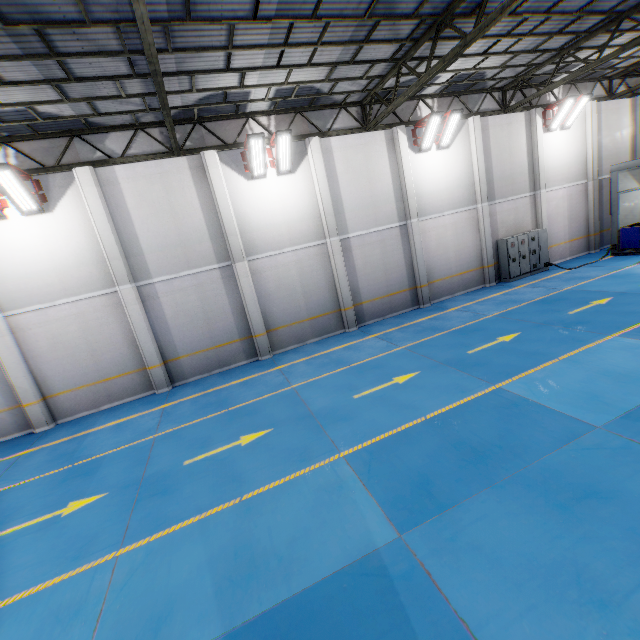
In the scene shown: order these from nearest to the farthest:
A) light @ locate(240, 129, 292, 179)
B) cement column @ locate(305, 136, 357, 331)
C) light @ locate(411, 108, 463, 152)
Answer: light @ locate(240, 129, 292, 179)
cement column @ locate(305, 136, 357, 331)
light @ locate(411, 108, 463, 152)

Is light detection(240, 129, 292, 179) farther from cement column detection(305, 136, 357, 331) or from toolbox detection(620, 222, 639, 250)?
toolbox detection(620, 222, 639, 250)

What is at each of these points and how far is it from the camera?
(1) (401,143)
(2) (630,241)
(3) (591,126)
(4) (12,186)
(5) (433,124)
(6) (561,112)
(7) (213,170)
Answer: (1) cement column, 13.7 meters
(2) toolbox, 16.1 meters
(3) cement column, 17.1 meters
(4) light, 9.3 meters
(5) light, 13.3 meters
(6) light, 15.7 meters
(7) cement column, 11.5 meters

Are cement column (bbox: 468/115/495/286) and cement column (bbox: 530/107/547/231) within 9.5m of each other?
yes

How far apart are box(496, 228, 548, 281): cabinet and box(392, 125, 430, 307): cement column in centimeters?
442cm

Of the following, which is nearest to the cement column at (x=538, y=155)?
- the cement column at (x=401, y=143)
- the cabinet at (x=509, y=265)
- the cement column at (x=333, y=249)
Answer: the cabinet at (x=509, y=265)

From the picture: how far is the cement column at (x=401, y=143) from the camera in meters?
13.7 m

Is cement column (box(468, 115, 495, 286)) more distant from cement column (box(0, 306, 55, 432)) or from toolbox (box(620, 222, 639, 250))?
cement column (box(0, 306, 55, 432))
